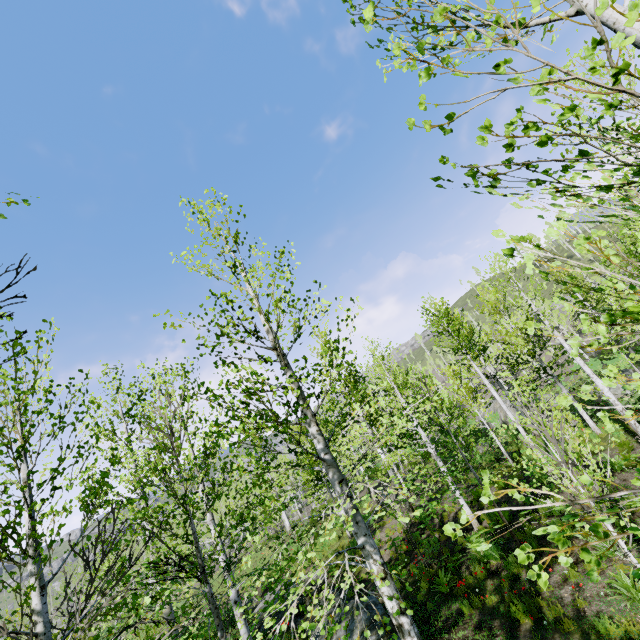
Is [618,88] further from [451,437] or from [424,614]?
[424,614]
